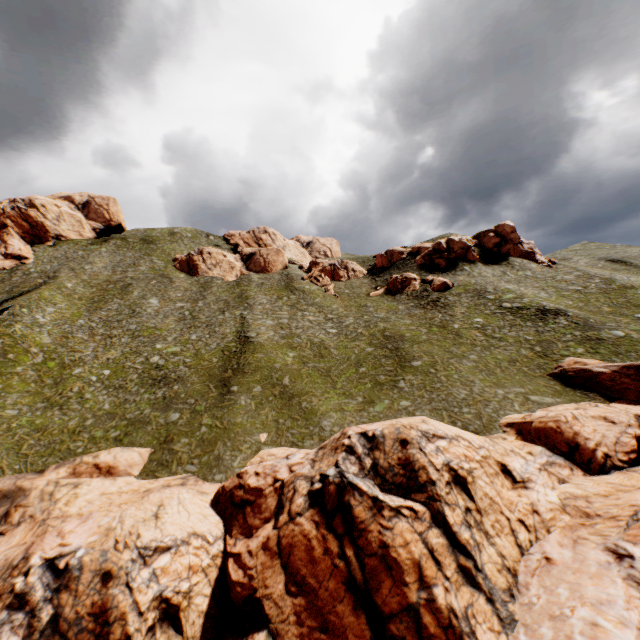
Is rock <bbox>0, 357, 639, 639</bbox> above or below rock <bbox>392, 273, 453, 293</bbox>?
below

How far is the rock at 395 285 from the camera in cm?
5334

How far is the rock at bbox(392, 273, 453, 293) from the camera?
53.3m

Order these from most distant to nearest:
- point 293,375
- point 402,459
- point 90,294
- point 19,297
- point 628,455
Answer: point 90,294 < point 19,297 < point 293,375 < point 628,455 < point 402,459

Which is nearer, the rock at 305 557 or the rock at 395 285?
the rock at 305 557

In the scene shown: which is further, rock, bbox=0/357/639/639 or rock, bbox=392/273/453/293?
rock, bbox=392/273/453/293
